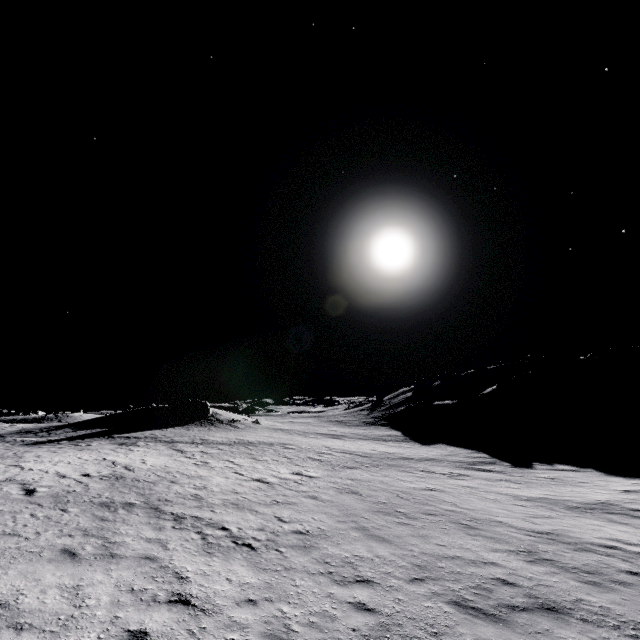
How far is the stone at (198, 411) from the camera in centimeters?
4588cm

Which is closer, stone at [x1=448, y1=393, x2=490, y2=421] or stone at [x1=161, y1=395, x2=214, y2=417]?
stone at [x1=161, y1=395, x2=214, y2=417]

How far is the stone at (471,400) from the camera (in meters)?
49.97

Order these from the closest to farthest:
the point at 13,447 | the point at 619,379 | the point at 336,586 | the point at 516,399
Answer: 1. the point at 336,586
2. the point at 13,447
3. the point at 516,399
4. the point at 619,379

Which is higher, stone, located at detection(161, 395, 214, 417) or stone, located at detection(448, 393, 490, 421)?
stone, located at detection(161, 395, 214, 417)

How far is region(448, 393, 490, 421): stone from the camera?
50.0 meters

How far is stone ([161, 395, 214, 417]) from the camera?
45.88m
